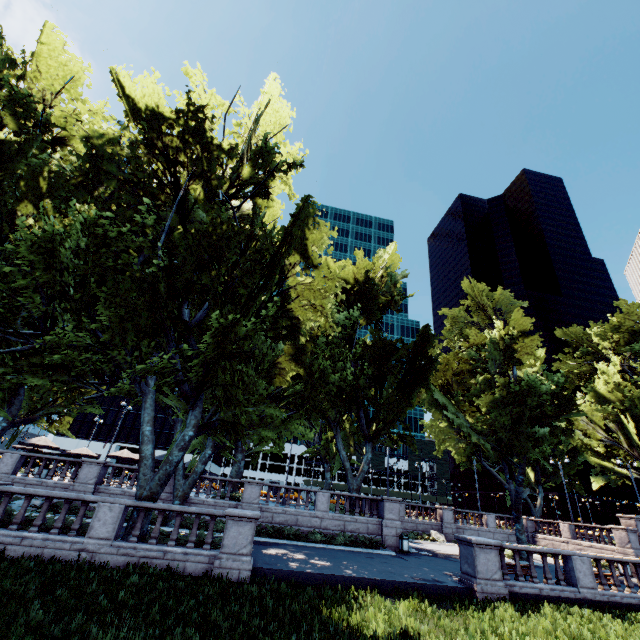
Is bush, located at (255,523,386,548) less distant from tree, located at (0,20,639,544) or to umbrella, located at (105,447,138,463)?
tree, located at (0,20,639,544)

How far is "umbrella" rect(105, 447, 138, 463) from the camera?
→ 27.8m

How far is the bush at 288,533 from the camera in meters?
19.8 m

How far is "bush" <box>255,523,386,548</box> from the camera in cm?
1984

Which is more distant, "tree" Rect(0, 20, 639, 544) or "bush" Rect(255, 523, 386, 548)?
"bush" Rect(255, 523, 386, 548)

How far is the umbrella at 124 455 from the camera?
27.81m

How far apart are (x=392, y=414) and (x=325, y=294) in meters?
15.1

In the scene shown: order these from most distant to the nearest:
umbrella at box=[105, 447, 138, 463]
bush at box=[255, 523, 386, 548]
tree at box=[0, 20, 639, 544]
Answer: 1. umbrella at box=[105, 447, 138, 463]
2. bush at box=[255, 523, 386, 548]
3. tree at box=[0, 20, 639, 544]
